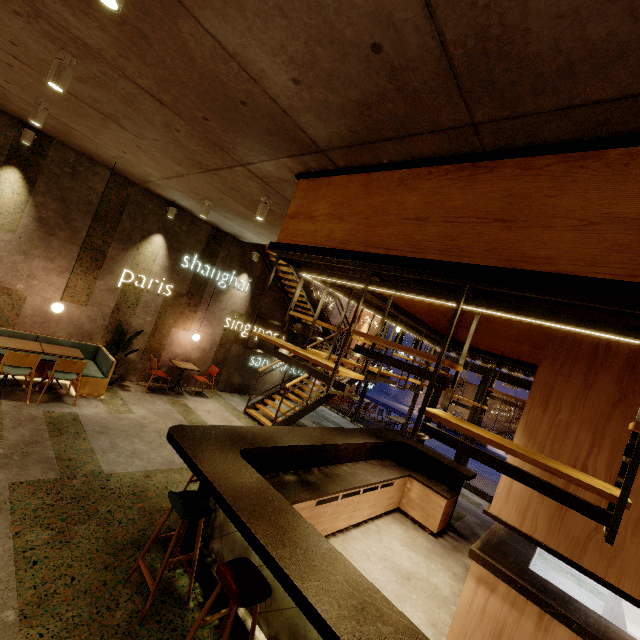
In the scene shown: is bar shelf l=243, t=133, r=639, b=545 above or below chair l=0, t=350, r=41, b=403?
above

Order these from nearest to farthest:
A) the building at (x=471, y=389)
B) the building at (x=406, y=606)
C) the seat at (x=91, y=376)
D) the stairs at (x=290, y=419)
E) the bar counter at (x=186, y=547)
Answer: the bar counter at (x=186, y=547)
the building at (x=406, y=606)
the seat at (x=91, y=376)
the stairs at (x=290, y=419)
the building at (x=471, y=389)

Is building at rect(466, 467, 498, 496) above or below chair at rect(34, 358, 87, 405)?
below

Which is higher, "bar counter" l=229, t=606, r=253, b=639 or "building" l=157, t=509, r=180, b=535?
"bar counter" l=229, t=606, r=253, b=639

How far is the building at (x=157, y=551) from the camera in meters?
3.3 m

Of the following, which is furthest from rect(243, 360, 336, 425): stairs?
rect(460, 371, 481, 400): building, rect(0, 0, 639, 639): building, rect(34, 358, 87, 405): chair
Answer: rect(460, 371, 481, 400): building

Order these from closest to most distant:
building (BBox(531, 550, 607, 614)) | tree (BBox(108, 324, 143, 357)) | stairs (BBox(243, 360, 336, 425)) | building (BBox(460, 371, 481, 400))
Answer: building (BBox(531, 550, 607, 614))
tree (BBox(108, 324, 143, 357))
stairs (BBox(243, 360, 336, 425))
building (BBox(460, 371, 481, 400))

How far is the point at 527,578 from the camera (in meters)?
3.35
